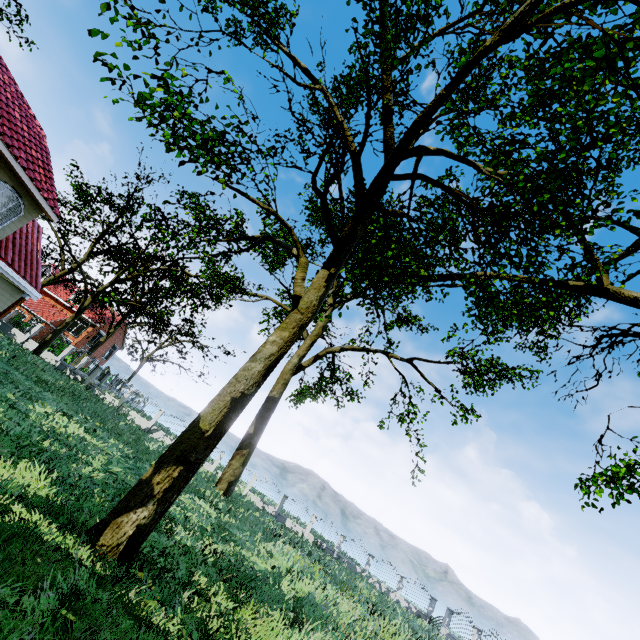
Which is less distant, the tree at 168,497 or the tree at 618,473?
the tree at 168,497

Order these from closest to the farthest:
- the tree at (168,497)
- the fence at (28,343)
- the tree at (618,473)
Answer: the tree at (168,497)
the tree at (618,473)
the fence at (28,343)

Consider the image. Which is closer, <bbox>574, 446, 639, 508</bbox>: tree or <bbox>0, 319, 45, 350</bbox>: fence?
<bbox>574, 446, 639, 508</bbox>: tree

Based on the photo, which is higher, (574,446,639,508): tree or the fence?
(574,446,639,508): tree

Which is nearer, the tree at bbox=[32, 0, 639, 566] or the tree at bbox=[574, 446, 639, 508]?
the tree at bbox=[32, 0, 639, 566]

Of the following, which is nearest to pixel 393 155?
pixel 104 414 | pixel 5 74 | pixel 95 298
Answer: pixel 5 74

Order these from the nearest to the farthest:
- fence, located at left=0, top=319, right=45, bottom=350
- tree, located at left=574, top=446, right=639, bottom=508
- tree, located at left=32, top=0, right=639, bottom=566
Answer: tree, located at left=32, top=0, right=639, bottom=566 → tree, located at left=574, top=446, right=639, bottom=508 → fence, located at left=0, top=319, right=45, bottom=350
